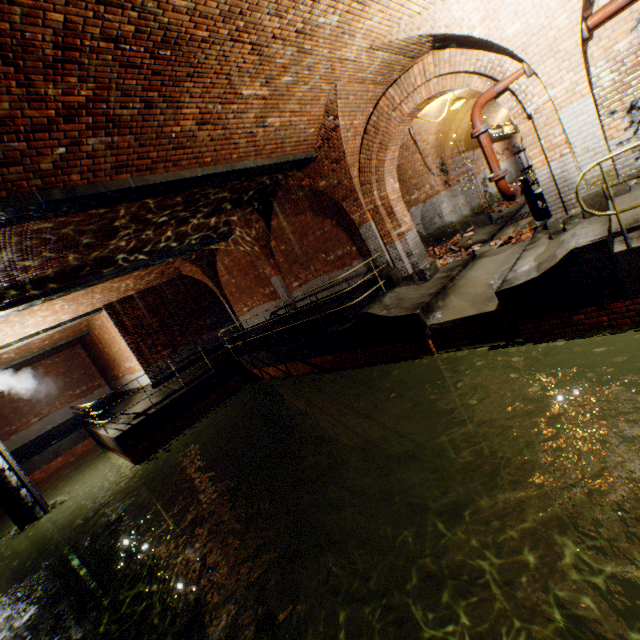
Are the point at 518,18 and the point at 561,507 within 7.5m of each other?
no

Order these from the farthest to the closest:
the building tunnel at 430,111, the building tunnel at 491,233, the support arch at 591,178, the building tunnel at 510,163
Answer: the building tunnel at 510,163 → the building tunnel at 430,111 → the building tunnel at 491,233 → the support arch at 591,178

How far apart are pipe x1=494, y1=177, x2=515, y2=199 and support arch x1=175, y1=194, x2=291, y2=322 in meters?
7.0 m

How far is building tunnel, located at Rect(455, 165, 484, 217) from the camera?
14.2m

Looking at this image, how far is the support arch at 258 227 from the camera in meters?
11.0

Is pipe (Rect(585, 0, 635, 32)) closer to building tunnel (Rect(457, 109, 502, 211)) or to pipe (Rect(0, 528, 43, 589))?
building tunnel (Rect(457, 109, 502, 211))

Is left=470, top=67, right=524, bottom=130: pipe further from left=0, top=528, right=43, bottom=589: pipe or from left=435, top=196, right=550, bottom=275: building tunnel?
left=0, top=528, right=43, bottom=589: pipe

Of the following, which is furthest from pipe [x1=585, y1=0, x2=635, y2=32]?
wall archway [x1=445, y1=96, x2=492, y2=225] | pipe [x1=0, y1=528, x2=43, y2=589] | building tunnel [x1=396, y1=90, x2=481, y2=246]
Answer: pipe [x1=0, y1=528, x2=43, y2=589]
